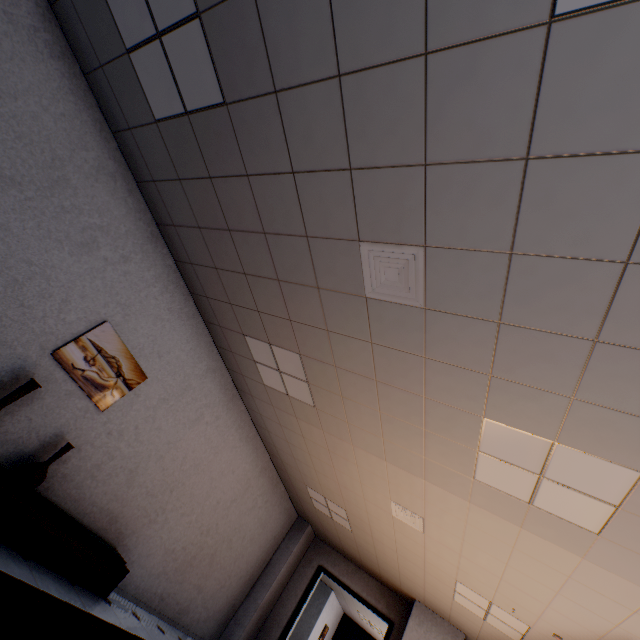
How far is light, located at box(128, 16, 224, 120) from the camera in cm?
225

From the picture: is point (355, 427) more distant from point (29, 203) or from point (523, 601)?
point (29, 203)

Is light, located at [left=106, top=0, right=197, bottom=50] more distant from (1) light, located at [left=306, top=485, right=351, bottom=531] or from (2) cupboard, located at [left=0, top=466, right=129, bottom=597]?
(1) light, located at [left=306, top=485, right=351, bottom=531]

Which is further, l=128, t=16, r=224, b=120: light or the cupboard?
the cupboard

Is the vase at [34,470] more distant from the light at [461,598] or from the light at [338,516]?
the light at [461,598]

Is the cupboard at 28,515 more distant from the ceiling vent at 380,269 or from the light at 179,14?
the ceiling vent at 380,269

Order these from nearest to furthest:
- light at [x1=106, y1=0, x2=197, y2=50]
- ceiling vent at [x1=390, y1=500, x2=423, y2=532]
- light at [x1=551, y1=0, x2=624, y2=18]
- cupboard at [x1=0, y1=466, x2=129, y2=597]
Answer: light at [x1=551, y1=0, x2=624, y2=18]
light at [x1=106, y1=0, x2=197, y2=50]
cupboard at [x1=0, y1=466, x2=129, y2=597]
ceiling vent at [x1=390, y1=500, x2=423, y2=532]

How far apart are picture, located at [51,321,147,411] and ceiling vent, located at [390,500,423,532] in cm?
386
